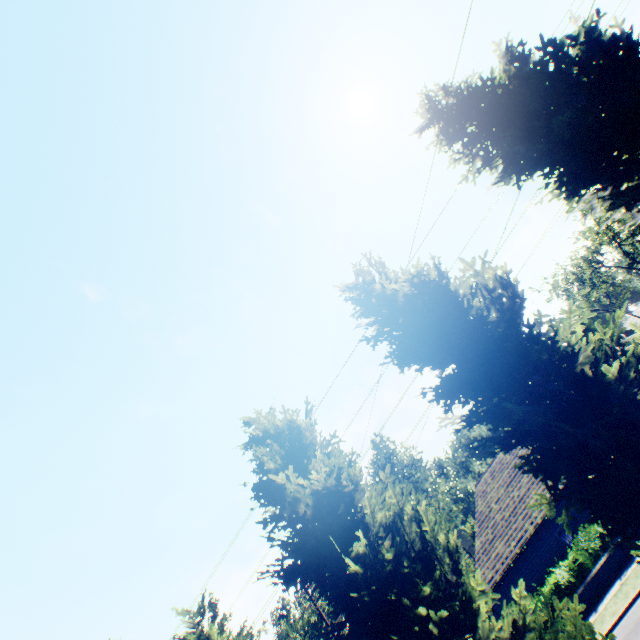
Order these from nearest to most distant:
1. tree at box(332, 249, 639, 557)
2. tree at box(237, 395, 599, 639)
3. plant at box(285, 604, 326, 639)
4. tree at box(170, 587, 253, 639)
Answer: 1. tree at box(332, 249, 639, 557)
2. tree at box(237, 395, 599, 639)
3. tree at box(170, 587, 253, 639)
4. plant at box(285, 604, 326, 639)

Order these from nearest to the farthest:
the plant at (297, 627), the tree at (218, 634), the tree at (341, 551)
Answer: the tree at (341, 551) → the tree at (218, 634) → the plant at (297, 627)

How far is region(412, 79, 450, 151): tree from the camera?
9.1m

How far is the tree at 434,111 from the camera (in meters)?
9.08

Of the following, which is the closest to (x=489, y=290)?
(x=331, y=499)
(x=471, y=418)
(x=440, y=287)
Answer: (x=440, y=287)

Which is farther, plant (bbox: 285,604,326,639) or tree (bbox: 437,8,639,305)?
plant (bbox: 285,604,326,639)

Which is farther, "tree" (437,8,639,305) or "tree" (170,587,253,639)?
"tree" (170,587,253,639)
